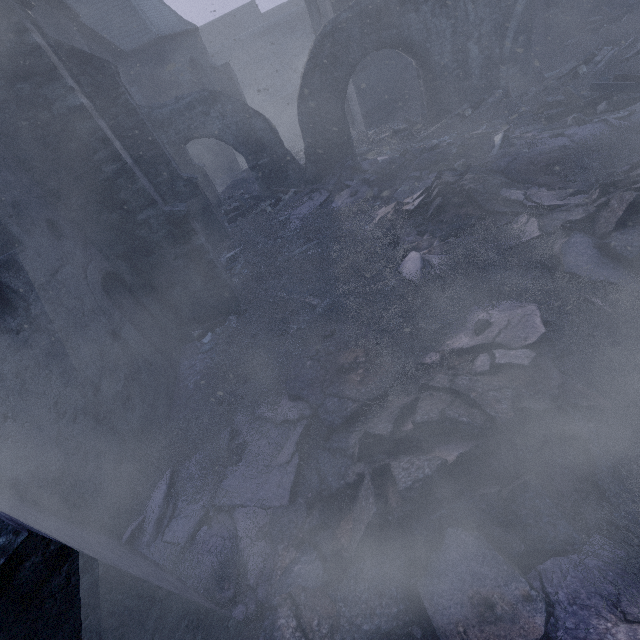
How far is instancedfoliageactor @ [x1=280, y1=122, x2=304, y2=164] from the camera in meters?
17.2

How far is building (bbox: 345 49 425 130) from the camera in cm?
1446

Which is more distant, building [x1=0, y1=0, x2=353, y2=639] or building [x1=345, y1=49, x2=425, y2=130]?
building [x1=345, y1=49, x2=425, y2=130]

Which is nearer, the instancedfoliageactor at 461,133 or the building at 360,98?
the instancedfoliageactor at 461,133

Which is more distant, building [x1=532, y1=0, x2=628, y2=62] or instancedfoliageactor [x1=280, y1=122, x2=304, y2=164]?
instancedfoliageactor [x1=280, y1=122, x2=304, y2=164]

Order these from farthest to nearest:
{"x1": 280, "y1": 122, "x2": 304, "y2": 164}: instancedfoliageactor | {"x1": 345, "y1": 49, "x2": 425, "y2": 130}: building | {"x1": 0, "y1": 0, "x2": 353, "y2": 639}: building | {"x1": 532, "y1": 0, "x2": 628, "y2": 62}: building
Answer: {"x1": 280, "y1": 122, "x2": 304, "y2": 164}: instancedfoliageactor < {"x1": 345, "y1": 49, "x2": 425, "y2": 130}: building < {"x1": 532, "y1": 0, "x2": 628, "y2": 62}: building < {"x1": 0, "y1": 0, "x2": 353, "y2": 639}: building

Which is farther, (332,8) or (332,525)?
(332,8)
